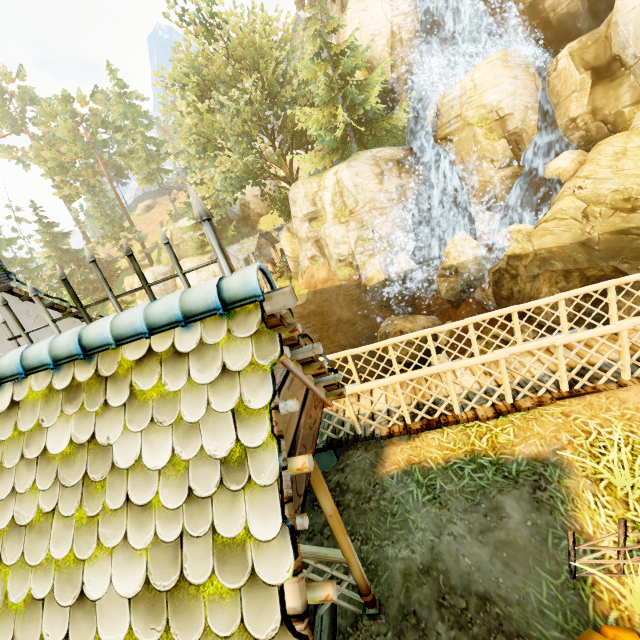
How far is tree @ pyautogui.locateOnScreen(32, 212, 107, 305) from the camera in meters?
47.9

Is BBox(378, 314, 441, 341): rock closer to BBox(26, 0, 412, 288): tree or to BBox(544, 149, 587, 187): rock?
BBox(544, 149, 587, 187): rock

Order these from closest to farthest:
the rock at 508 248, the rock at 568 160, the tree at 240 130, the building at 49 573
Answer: the building at 49 573 → the rock at 508 248 → the rock at 568 160 → the tree at 240 130

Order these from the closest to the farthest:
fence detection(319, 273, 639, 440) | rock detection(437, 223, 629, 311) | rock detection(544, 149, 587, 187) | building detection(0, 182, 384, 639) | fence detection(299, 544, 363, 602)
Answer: building detection(0, 182, 384, 639), fence detection(299, 544, 363, 602), fence detection(319, 273, 639, 440), rock detection(437, 223, 629, 311), rock detection(544, 149, 587, 187)

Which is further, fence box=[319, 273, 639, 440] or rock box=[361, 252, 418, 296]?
rock box=[361, 252, 418, 296]

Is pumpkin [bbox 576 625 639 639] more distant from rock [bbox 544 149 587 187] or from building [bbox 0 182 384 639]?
rock [bbox 544 149 587 187]

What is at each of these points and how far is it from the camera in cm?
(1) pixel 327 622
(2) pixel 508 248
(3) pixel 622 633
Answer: (1) stairs, 397
(2) rock, 1589
(3) pumpkin, 296

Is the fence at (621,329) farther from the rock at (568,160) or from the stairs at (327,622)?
the rock at (568,160)
